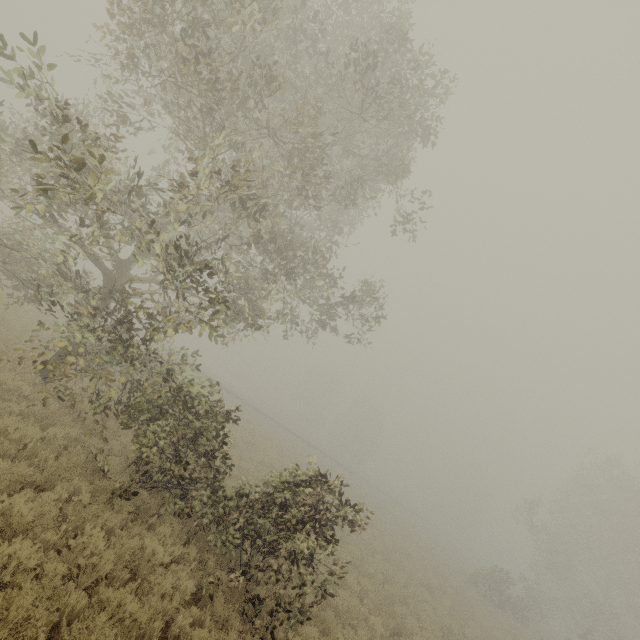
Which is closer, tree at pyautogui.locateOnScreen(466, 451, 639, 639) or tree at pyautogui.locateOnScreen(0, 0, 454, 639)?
tree at pyautogui.locateOnScreen(0, 0, 454, 639)

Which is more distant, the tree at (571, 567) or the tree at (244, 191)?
the tree at (571, 567)

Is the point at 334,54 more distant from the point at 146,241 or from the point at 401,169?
the point at 146,241
